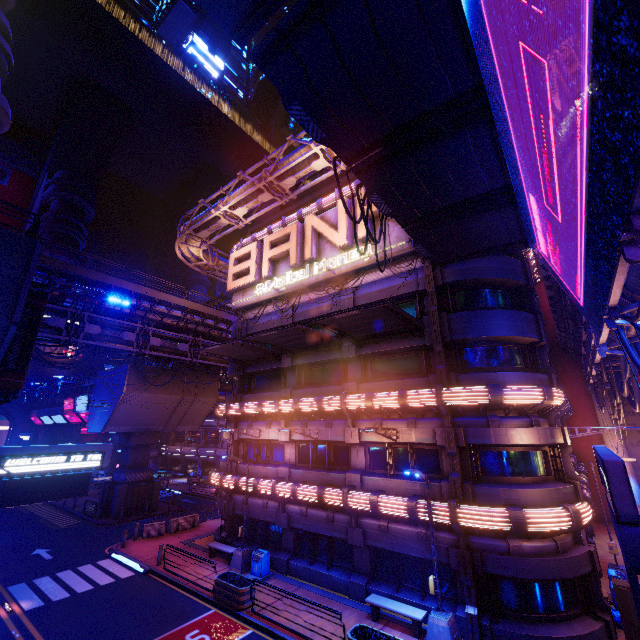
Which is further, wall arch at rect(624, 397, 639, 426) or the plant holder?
wall arch at rect(624, 397, 639, 426)

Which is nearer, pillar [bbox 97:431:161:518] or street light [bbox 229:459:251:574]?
street light [bbox 229:459:251:574]

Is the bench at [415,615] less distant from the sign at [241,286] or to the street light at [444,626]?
the street light at [444,626]

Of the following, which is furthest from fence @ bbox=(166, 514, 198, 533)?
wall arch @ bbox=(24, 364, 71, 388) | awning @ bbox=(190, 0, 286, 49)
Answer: wall arch @ bbox=(24, 364, 71, 388)

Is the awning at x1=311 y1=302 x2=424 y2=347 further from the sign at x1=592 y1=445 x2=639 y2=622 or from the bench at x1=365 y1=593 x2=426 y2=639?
the bench at x1=365 y1=593 x2=426 y2=639

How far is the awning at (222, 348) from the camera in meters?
17.4 m

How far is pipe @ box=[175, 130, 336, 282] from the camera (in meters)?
20.62

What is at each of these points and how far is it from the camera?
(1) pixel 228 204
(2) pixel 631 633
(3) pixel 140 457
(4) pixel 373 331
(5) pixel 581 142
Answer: (1) pipe, 24.1m
(2) atm, 11.8m
(3) pillar, 32.6m
(4) awning, 17.1m
(5) sign, 4.7m
